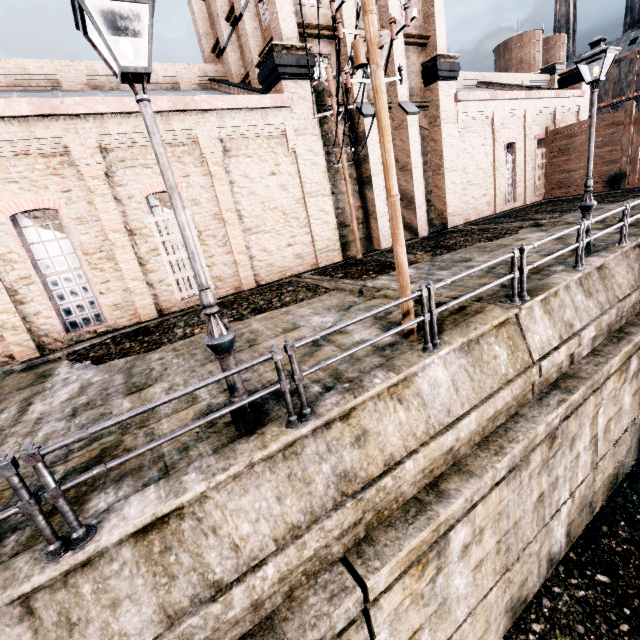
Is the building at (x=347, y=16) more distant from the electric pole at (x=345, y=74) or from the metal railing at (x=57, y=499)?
the metal railing at (x=57, y=499)

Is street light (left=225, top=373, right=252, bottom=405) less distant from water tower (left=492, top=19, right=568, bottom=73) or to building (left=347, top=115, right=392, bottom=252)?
building (left=347, top=115, right=392, bottom=252)

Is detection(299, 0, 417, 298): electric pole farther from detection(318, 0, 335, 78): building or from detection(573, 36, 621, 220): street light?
detection(573, 36, 621, 220): street light

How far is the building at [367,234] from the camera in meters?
17.8

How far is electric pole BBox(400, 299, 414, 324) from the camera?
6.8m

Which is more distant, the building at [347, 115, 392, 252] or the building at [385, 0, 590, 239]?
the building at [385, 0, 590, 239]

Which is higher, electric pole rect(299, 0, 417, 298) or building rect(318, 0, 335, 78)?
building rect(318, 0, 335, 78)

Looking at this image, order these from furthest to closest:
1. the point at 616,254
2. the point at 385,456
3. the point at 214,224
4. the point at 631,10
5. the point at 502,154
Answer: the point at 631,10 < the point at 502,154 < the point at 214,224 < the point at 616,254 < the point at 385,456
